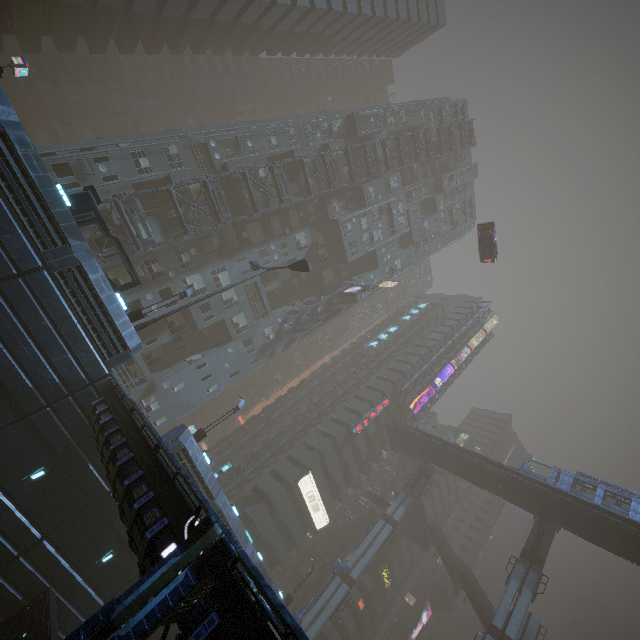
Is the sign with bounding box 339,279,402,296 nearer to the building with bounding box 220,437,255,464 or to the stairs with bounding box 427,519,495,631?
the building with bounding box 220,437,255,464

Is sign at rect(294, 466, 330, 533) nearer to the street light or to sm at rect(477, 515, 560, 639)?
sm at rect(477, 515, 560, 639)

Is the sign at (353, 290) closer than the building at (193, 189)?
No

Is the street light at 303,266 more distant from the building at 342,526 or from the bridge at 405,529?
the bridge at 405,529

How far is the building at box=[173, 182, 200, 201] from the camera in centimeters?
3008cm

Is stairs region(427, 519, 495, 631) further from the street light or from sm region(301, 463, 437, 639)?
the street light

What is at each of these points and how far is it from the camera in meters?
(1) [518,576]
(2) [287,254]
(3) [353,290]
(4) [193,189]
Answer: (1) sm, 35.0 m
(2) building, 40.8 m
(3) sign, 42.4 m
(4) building, 30.8 m

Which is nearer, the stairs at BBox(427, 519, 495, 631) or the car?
the car
